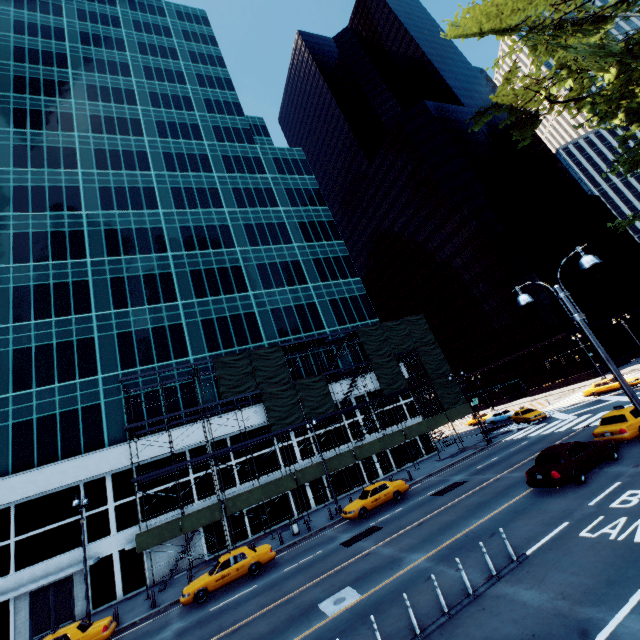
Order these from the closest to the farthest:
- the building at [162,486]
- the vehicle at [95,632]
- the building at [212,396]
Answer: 1. the vehicle at [95,632]
2. the building at [162,486]
3. the building at [212,396]

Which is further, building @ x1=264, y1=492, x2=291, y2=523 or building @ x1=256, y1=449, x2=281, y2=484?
building @ x1=256, y1=449, x2=281, y2=484

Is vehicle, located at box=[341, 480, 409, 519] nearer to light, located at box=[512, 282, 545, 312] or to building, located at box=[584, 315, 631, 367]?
light, located at box=[512, 282, 545, 312]

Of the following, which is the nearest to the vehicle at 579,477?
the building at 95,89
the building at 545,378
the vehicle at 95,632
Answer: the building at 95,89

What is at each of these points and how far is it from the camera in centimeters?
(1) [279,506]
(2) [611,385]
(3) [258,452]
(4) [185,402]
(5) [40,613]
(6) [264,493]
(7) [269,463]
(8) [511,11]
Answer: (1) building, 2975cm
(2) vehicle, 3369cm
(3) building, 3117cm
(4) building, 3112cm
(5) door, 2222cm
(6) scaffolding, 2623cm
(7) building, 3106cm
(8) tree, 1083cm

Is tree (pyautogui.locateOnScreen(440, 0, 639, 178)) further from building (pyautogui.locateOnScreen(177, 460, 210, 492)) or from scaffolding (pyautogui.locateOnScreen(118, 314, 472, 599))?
building (pyautogui.locateOnScreen(177, 460, 210, 492))

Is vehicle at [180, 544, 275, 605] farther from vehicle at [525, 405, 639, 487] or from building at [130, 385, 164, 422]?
vehicle at [525, 405, 639, 487]

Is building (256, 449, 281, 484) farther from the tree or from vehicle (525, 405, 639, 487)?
the tree
